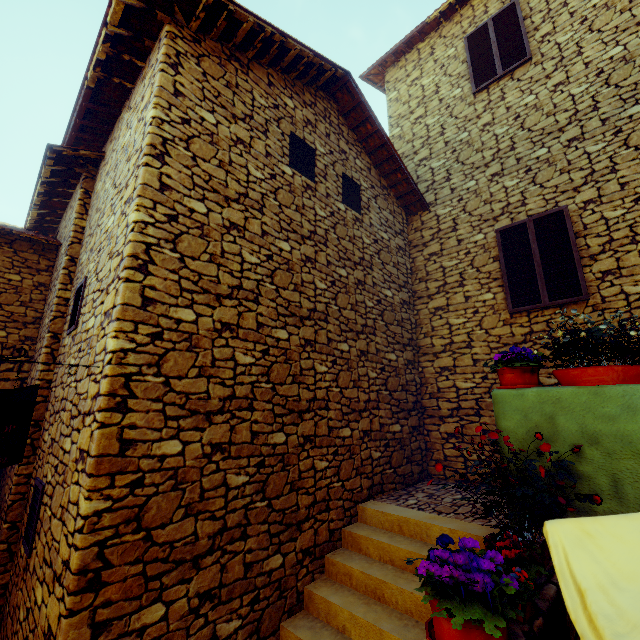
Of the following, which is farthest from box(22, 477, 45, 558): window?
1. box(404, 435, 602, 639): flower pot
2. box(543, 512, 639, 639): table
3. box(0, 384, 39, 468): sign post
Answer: box(543, 512, 639, 639): table

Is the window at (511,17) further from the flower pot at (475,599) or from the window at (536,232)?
the flower pot at (475,599)

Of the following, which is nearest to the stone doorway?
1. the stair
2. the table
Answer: the stair

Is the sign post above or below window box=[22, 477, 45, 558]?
above

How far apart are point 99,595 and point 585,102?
9.1m

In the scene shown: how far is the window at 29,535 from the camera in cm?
343

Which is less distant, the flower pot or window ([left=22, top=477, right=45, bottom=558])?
the flower pot

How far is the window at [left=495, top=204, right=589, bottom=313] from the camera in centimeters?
517cm
